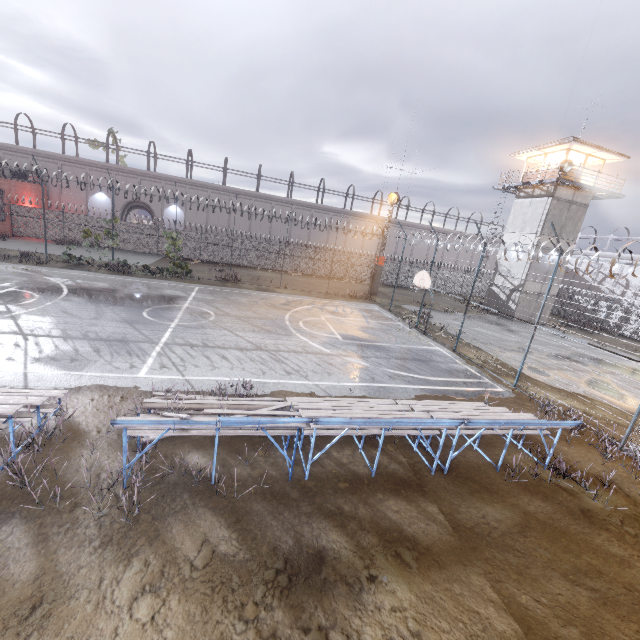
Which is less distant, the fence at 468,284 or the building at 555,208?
the fence at 468,284

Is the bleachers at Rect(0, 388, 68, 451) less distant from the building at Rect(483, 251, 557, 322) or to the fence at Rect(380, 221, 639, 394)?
the fence at Rect(380, 221, 639, 394)

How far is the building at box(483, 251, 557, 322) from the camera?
28.38m

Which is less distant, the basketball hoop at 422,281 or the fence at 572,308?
the fence at 572,308

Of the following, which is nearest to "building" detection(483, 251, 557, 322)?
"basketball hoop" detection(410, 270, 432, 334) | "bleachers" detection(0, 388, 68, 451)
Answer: "basketball hoop" detection(410, 270, 432, 334)

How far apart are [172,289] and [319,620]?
19.02m

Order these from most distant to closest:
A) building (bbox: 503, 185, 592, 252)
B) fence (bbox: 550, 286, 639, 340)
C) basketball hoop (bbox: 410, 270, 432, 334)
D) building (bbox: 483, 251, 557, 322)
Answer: building (bbox: 483, 251, 557, 322) → building (bbox: 503, 185, 592, 252) → basketball hoop (bbox: 410, 270, 432, 334) → fence (bbox: 550, 286, 639, 340)

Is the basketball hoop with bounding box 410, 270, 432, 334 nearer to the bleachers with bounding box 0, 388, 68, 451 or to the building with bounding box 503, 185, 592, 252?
the building with bounding box 503, 185, 592, 252
